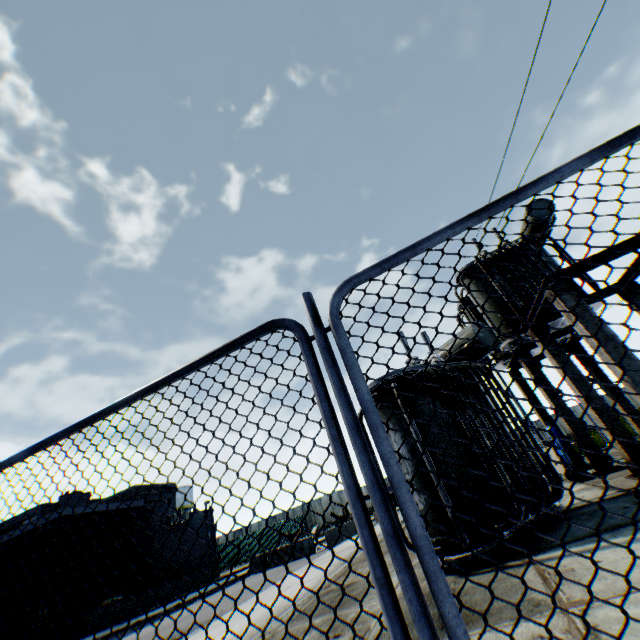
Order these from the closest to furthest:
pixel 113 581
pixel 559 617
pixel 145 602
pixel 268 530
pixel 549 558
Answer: pixel 559 617 < pixel 549 558 < pixel 145 602 < pixel 113 581 < pixel 268 530

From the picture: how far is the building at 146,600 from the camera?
18.66m

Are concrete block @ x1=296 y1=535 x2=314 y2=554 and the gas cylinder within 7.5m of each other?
no

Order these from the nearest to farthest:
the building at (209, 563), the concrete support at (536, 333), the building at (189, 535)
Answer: the concrete support at (536, 333) → the building at (189, 535) → the building at (209, 563)

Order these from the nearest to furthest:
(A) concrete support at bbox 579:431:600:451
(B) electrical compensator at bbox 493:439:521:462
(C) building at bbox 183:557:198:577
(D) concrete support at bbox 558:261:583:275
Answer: (B) electrical compensator at bbox 493:439:521:462
(D) concrete support at bbox 558:261:583:275
(A) concrete support at bbox 579:431:600:451
(C) building at bbox 183:557:198:577

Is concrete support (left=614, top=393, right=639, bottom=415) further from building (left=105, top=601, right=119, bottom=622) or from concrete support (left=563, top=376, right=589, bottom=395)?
building (left=105, top=601, right=119, bottom=622)

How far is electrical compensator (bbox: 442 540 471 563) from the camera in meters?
4.4 m
